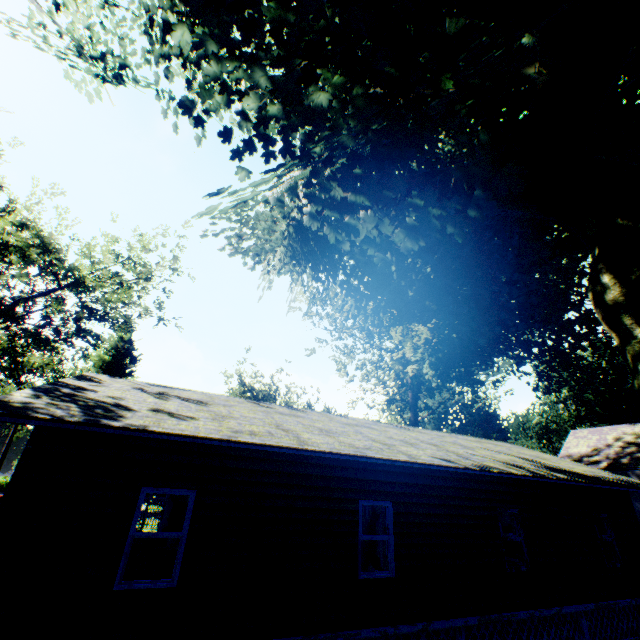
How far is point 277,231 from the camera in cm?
948

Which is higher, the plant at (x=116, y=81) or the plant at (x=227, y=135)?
the plant at (x=116, y=81)

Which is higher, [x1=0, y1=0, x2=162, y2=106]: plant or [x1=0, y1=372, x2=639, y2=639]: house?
[x1=0, y1=0, x2=162, y2=106]: plant

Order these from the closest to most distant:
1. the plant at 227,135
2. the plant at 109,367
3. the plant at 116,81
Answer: the plant at 227,135, the plant at 116,81, the plant at 109,367

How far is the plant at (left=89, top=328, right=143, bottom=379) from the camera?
27.6m

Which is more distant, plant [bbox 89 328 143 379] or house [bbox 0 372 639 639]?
plant [bbox 89 328 143 379]

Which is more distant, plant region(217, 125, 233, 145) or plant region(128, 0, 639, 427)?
plant region(217, 125, 233, 145)
